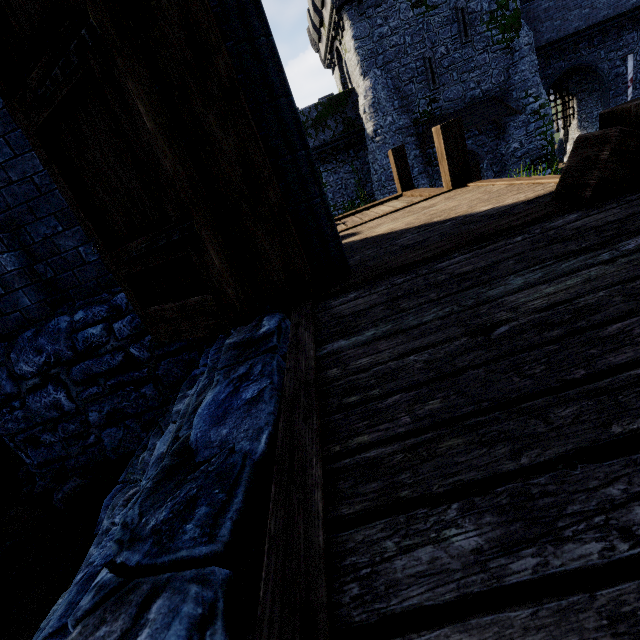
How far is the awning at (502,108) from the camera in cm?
1995

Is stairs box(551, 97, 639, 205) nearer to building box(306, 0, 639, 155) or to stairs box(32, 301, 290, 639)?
stairs box(32, 301, 290, 639)

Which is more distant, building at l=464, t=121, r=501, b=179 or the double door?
building at l=464, t=121, r=501, b=179

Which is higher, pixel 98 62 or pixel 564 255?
pixel 98 62

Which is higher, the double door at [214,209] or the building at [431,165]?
the double door at [214,209]

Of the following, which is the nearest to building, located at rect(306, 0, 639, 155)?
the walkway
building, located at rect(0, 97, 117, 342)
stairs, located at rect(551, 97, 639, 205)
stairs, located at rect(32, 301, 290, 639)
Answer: the walkway

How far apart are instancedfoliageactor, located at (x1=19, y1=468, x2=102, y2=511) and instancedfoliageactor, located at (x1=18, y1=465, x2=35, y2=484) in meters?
0.6

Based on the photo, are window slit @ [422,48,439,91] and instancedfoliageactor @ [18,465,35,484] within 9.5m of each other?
no
